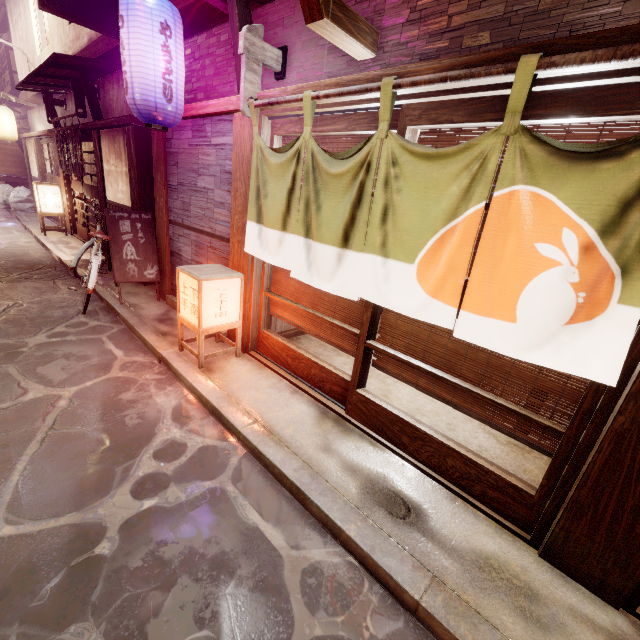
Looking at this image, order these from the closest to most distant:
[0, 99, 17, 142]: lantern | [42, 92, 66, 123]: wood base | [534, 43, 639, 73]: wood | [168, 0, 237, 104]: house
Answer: [534, 43, 639, 73]: wood → [168, 0, 237, 104]: house → [42, 92, 66, 123]: wood base → [0, 99, 17, 142]: lantern

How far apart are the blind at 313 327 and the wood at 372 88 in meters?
3.7

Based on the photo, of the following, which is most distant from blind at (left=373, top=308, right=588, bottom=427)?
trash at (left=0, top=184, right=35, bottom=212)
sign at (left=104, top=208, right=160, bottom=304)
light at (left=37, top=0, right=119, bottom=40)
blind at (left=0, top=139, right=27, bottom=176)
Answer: blind at (left=0, top=139, right=27, bottom=176)

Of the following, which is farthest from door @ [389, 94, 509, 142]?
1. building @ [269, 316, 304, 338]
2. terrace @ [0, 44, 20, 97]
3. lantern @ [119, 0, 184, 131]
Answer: terrace @ [0, 44, 20, 97]

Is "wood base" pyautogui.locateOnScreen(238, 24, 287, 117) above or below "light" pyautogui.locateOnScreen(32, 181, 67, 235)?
above

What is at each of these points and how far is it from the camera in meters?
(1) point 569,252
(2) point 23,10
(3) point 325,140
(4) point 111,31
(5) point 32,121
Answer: (1) flag, 3.1
(2) house, 18.4
(3) blind, 5.7
(4) light, 9.3
(5) house, 22.9

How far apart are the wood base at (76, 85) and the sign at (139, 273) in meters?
6.4 m

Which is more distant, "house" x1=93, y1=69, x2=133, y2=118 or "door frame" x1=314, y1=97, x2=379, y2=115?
"house" x1=93, y1=69, x2=133, y2=118
